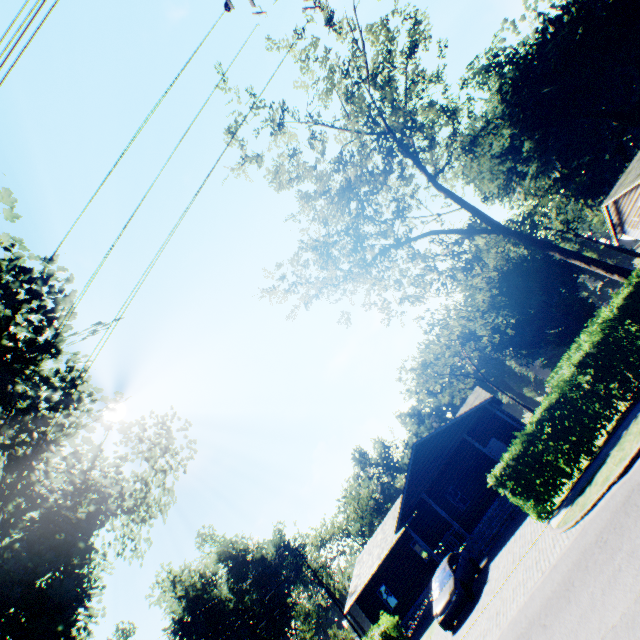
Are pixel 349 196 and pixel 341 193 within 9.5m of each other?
yes

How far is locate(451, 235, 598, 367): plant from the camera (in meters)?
46.53

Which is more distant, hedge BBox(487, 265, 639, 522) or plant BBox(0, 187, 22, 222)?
hedge BBox(487, 265, 639, 522)

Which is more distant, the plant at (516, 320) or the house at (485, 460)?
the plant at (516, 320)

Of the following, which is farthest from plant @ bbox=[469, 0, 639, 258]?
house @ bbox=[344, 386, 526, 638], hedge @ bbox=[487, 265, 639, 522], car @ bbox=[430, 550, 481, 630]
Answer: house @ bbox=[344, 386, 526, 638]

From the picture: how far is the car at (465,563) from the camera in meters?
14.1 m

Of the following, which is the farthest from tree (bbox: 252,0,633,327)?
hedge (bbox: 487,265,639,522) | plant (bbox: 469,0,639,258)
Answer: plant (bbox: 469,0,639,258)

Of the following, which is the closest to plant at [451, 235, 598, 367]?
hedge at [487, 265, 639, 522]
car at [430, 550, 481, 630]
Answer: hedge at [487, 265, 639, 522]
